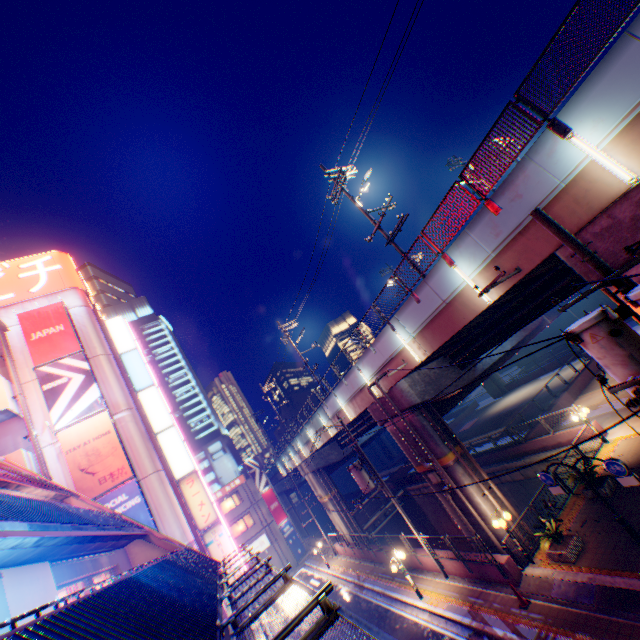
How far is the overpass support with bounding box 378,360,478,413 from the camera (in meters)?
16.73

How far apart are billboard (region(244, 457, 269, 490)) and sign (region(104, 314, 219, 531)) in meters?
24.3

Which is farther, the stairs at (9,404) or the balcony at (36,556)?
the stairs at (9,404)

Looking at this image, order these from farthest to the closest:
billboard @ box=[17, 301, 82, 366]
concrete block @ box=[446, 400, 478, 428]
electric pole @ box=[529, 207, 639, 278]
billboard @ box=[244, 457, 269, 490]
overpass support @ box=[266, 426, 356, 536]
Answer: concrete block @ box=[446, 400, 478, 428] < billboard @ box=[244, 457, 269, 490] < overpass support @ box=[266, 426, 356, 536] < billboard @ box=[17, 301, 82, 366] < electric pole @ box=[529, 207, 639, 278]

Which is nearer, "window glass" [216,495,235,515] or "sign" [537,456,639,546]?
"sign" [537,456,639,546]

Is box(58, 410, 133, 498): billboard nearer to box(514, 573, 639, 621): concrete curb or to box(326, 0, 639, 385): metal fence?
box(326, 0, 639, 385): metal fence

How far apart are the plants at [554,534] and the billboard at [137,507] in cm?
1757

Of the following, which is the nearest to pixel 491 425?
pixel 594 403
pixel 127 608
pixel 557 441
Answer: pixel 594 403
